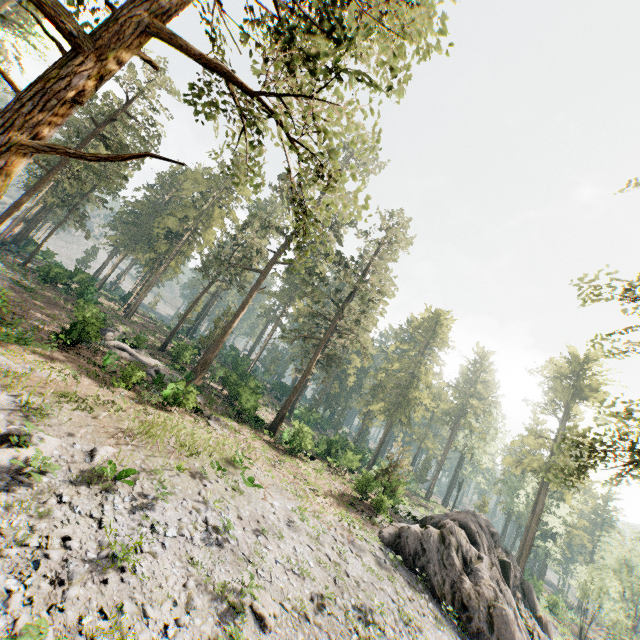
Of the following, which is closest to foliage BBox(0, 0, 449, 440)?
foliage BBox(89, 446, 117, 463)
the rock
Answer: the rock

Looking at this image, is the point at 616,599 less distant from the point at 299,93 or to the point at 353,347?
the point at 353,347

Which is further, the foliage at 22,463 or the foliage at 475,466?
the foliage at 475,466

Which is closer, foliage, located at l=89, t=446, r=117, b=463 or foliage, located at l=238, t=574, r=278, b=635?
foliage, located at l=238, t=574, r=278, b=635

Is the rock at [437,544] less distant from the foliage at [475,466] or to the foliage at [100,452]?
the foliage at [475,466]

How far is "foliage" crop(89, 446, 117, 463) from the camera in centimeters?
1271cm
